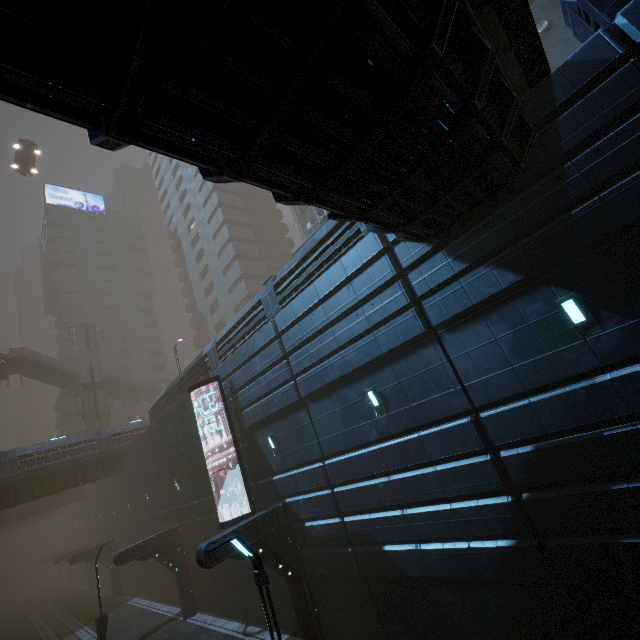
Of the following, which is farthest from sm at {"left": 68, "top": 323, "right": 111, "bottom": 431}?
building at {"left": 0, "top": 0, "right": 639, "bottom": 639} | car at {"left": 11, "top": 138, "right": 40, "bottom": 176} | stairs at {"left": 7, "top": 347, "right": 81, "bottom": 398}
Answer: car at {"left": 11, "top": 138, "right": 40, "bottom": 176}

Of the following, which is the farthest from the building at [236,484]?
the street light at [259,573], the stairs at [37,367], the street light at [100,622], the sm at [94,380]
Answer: the stairs at [37,367]

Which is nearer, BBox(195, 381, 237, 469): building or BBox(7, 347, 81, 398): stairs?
BBox(195, 381, 237, 469): building

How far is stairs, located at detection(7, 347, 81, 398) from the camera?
37.8 meters

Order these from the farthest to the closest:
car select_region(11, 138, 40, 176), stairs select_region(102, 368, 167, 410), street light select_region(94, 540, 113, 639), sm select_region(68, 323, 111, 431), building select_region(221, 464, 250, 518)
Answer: stairs select_region(102, 368, 167, 410) < sm select_region(68, 323, 111, 431) < car select_region(11, 138, 40, 176) < street light select_region(94, 540, 113, 639) < building select_region(221, 464, 250, 518)

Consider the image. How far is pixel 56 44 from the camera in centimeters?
254cm

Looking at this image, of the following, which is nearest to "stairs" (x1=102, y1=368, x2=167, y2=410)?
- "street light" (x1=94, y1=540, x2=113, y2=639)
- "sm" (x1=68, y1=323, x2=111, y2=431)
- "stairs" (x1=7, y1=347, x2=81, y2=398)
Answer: "stairs" (x1=7, y1=347, x2=81, y2=398)

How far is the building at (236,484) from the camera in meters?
15.4 m
